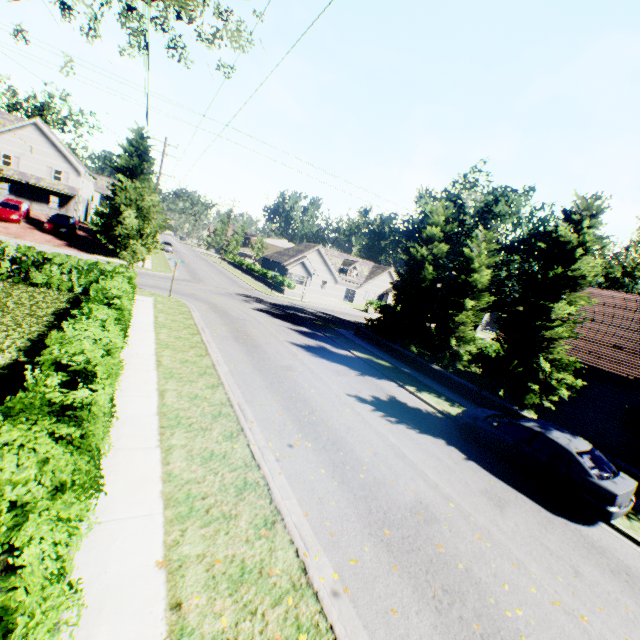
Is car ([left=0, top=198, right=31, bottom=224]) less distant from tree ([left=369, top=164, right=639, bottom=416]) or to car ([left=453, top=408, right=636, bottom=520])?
tree ([left=369, top=164, right=639, bottom=416])

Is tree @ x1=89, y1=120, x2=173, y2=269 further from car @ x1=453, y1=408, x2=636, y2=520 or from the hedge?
car @ x1=453, y1=408, x2=636, y2=520

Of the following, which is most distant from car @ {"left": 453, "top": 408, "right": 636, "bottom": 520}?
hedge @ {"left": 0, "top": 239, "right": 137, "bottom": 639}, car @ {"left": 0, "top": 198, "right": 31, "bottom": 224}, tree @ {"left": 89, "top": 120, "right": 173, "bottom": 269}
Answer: car @ {"left": 0, "top": 198, "right": 31, "bottom": 224}

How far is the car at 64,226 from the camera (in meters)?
30.20

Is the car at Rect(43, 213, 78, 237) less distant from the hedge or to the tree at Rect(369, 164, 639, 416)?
the tree at Rect(369, 164, 639, 416)

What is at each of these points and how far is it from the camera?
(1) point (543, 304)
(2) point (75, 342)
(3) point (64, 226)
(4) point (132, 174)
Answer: (1) tree, 15.17m
(2) hedge, 6.67m
(3) car, 31.06m
(4) tree, 29.47m

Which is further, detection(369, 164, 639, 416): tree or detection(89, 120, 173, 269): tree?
detection(89, 120, 173, 269): tree

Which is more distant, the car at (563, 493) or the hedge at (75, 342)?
the car at (563, 493)
